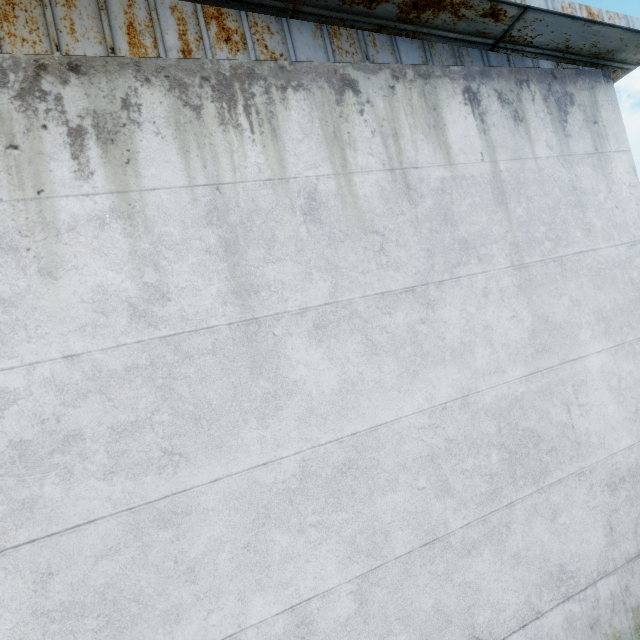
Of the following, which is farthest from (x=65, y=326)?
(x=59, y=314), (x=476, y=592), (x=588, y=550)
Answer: (x=588, y=550)
